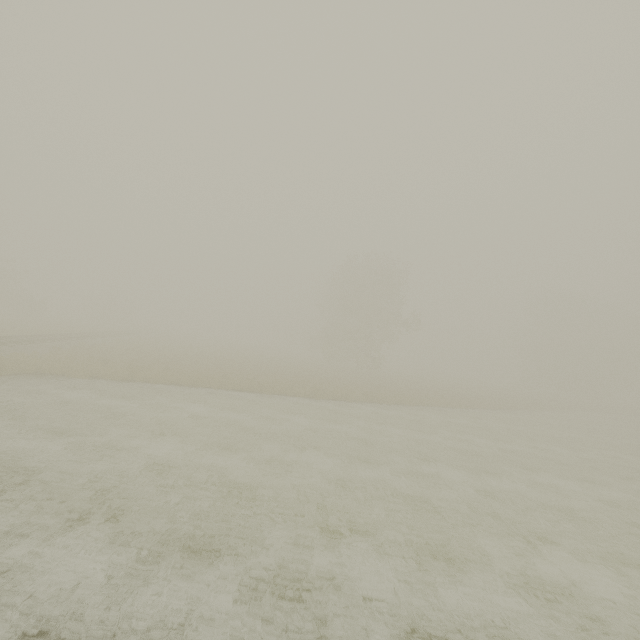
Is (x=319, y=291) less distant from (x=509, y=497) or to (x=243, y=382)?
(x=243, y=382)
